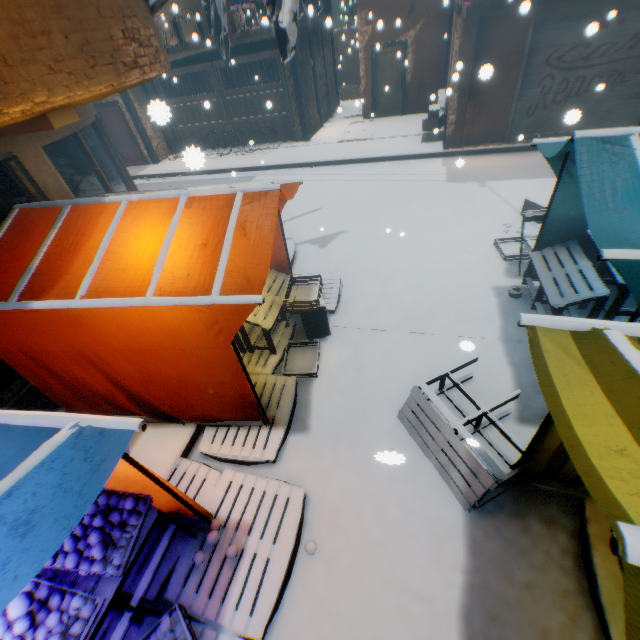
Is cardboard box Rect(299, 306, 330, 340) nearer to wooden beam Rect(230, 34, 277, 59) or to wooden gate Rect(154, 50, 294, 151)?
wooden gate Rect(154, 50, 294, 151)

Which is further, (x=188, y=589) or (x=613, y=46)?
(x=613, y=46)

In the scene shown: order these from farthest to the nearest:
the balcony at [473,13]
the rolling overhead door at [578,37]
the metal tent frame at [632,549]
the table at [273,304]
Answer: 1. the rolling overhead door at [578,37]
2. the balcony at [473,13]
3. the table at [273,304]
4. the metal tent frame at [632,549]

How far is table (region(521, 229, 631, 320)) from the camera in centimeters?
381cm

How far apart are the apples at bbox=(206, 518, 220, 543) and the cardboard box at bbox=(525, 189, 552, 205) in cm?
782

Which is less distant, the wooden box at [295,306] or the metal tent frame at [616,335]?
the metal tent frame at [616,335]

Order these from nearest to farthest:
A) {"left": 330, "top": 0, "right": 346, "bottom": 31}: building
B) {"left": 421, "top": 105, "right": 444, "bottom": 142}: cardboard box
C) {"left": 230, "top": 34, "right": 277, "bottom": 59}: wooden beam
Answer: {"left": 421, "top": 105, "right": 444, "bottom": 142}: cardboard box
{"left": 230, "top": 34, "right": 277, "bottom": 59}: wooden beam
{"left": 330, "top": 0, "right": 346, "bottom": 31}: building

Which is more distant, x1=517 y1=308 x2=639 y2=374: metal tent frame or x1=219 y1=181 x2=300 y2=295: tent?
x1=219 y1=181 x2=300 y2=295: tent
